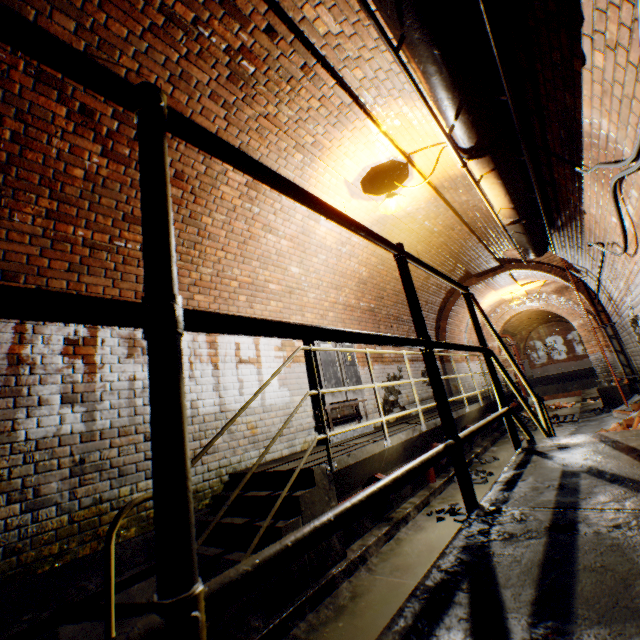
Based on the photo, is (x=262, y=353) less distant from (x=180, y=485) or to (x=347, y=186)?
(x=347, y=186)

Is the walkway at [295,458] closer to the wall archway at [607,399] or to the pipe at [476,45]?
the wall archway at [607,399]

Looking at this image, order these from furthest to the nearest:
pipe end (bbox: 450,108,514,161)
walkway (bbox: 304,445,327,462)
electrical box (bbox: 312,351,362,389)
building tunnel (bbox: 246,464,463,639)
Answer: electrical box (bbox: 312,351,362,389), walkway (bbox: 304,445,327,462), pipe end (bbox: 450,108,514,161), building tunnel (bbox: 246,464,463,639)

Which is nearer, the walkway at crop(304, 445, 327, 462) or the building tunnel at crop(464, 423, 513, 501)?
the walkway at crop(304, 445, 327, 462)

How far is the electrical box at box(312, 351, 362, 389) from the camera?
5.44m

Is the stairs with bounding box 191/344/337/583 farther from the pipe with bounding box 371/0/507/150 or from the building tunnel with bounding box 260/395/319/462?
the pipe with bounding box 371/0/507/150

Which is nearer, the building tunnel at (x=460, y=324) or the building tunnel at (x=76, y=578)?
the building tunnel at (x=76, y=578)

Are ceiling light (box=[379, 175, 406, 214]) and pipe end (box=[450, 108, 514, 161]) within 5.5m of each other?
yes
